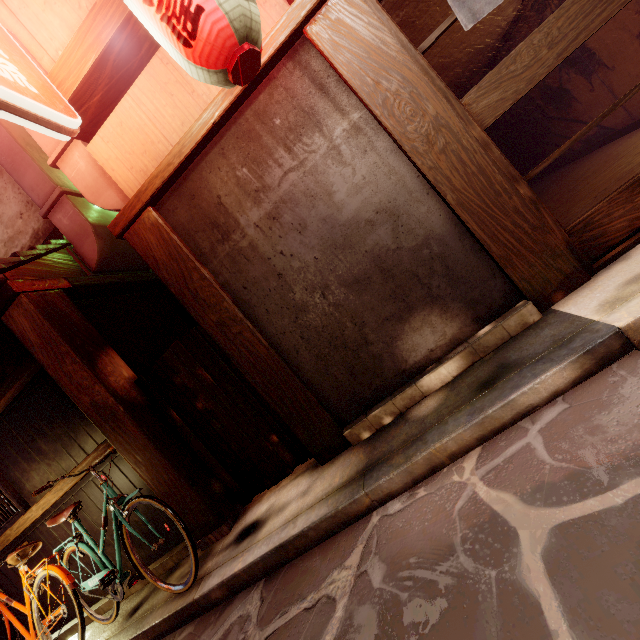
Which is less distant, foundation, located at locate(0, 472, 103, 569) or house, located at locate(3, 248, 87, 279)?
house, located at locate(3, 248, 87, 279)

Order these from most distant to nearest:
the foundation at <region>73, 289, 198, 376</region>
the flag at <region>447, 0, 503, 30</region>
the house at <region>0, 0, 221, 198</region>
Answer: the foundation at <region>73, 289, 198, 376</region>, the house at <region>0, 0, 221, 198</region>, the flag at <region>447, 0, 503, 30</region>

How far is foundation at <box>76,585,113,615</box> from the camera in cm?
721

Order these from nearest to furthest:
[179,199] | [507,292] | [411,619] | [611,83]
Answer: [411,619] → [507,292] → [179,199] → [611,83]

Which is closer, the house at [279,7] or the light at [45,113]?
the light at [45,113]

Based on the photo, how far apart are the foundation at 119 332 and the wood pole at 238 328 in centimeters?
280cm

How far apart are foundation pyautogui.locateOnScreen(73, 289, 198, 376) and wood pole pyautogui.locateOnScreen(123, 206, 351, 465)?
2.8 meters

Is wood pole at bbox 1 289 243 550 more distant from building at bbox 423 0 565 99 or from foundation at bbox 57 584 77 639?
building at bbox 423 0 565 99
